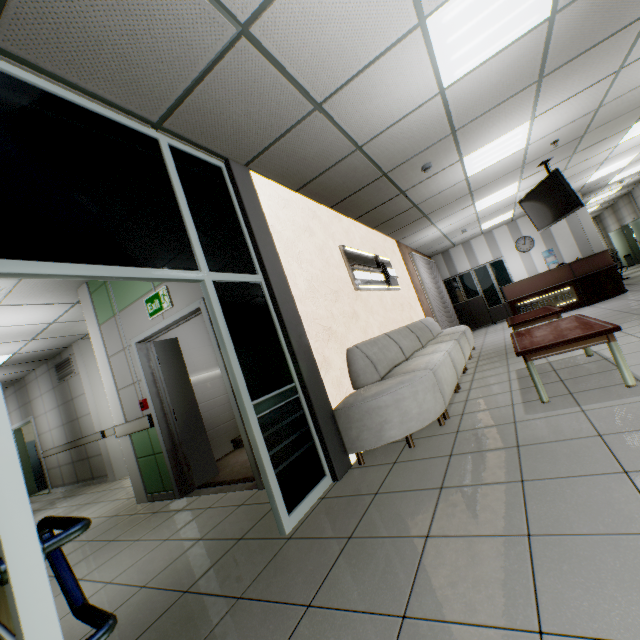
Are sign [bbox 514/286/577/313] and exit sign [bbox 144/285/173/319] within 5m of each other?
no

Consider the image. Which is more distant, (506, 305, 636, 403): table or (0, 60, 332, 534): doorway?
(506, 305, 636, 403): table

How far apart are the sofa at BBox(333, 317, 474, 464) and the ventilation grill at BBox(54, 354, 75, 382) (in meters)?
7.30

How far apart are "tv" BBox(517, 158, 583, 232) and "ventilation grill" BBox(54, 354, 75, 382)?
11.0 meters

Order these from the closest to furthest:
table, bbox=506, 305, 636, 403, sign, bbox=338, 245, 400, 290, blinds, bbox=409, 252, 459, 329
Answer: table, bbox=506, 305, 636, 403 → sign, bbox=338, 245, 400, 290 → blinds, bbox=409, 252, 459, 329

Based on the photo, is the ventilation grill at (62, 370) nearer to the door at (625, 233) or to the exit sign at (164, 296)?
the exit sign at (164, 296)

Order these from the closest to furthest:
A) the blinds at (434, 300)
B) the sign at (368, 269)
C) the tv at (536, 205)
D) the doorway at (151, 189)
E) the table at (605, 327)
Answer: the doorway at (151, 189), the table at (605, 327), the sign at (368, 269), the tv at (536, 205), the blinds at (434, 300)

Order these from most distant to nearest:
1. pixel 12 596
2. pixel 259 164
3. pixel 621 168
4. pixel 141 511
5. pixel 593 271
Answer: pixel 621 168 → pixel 593 271 → pixel 141 511 → pixel 259 164 → pixel 12 596
